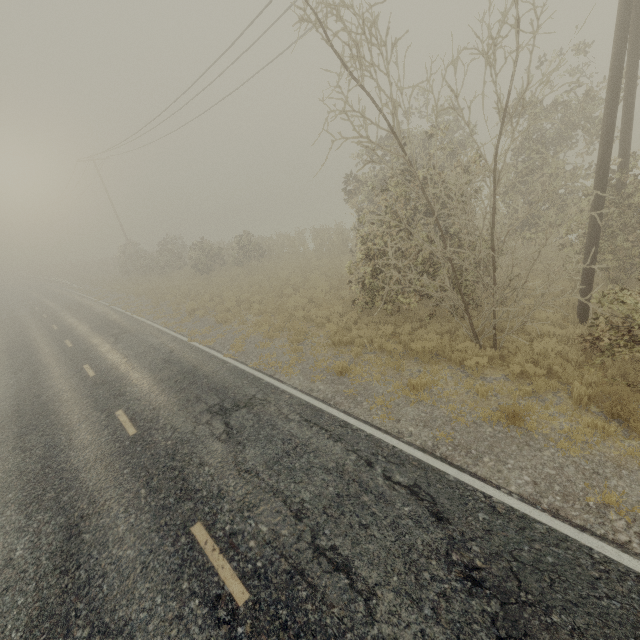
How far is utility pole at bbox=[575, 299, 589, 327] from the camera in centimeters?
897cm

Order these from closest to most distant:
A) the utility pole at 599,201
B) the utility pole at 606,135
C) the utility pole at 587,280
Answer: the utility pole at 606,135
the utility pole at 599,201
the utility pole at 587,280

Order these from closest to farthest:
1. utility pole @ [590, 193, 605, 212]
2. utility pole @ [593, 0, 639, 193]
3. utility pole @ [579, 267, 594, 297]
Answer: utility pole @ [593, 0, 639, 193] < utility pole @ [590, 193, 605, 212] < utility pole @ [579, 267, 594, 297]

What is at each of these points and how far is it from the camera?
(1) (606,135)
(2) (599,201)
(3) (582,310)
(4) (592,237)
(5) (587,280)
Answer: (1) utility pole, 7.50m
(2) utility pole, 8.00m
(3) utility pole, 9.08m
(4) utility pole, 8.34m
(5) utility pole, 8.75m

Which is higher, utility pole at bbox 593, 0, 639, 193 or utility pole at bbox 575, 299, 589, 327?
utility pole at bbox 593, 0, 639, 193

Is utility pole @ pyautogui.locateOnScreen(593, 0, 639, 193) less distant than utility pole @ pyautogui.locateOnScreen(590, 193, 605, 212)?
Yes

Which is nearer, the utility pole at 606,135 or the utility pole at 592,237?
the utility pole at 606,135
